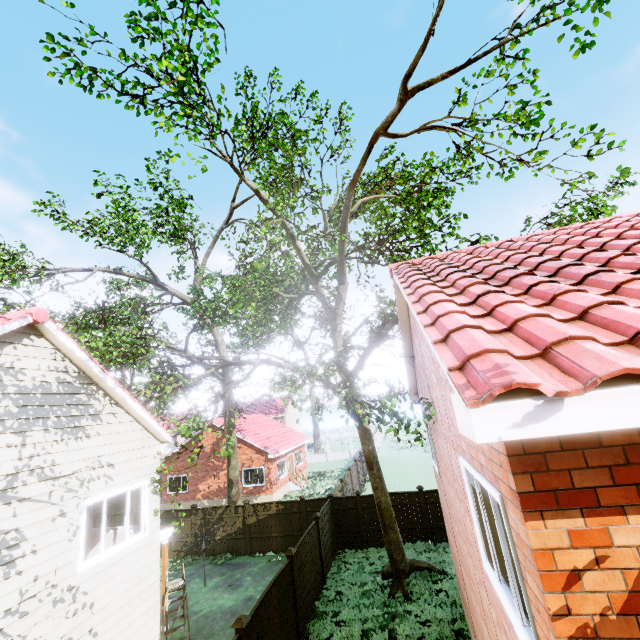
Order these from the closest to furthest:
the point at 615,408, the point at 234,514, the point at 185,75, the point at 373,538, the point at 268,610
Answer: the point at 615,408 < the point at 185,75 < the point at 268,610 < the point at 373,538 < the point at 234,514

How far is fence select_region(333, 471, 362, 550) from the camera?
15.6m

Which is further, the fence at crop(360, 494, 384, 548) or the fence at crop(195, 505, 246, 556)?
the fence at crop(195, 505, 246, 556)

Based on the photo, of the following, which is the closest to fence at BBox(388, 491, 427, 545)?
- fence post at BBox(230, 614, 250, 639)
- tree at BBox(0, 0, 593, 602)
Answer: fence post at BBox(230, 614, 250, 639)

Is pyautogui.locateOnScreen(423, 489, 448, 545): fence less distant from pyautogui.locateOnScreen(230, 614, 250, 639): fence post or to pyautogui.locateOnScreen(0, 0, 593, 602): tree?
pyautogui.locateOnScreen(230, 614, 250, 639): fence post

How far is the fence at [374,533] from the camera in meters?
15.4 m

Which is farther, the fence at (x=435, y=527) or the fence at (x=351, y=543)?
the fence at (x=351, y=543)
